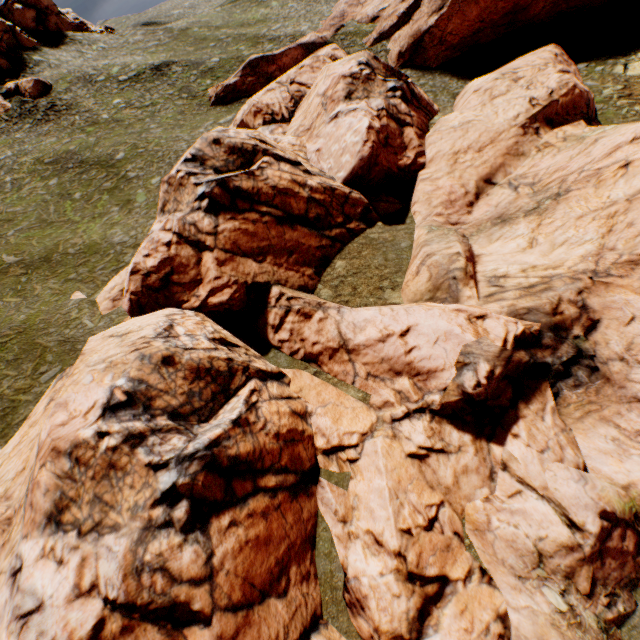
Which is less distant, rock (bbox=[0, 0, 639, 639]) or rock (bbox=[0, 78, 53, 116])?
rock (bbox=[0, 0, 639, 639])

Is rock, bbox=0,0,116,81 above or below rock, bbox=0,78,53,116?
above

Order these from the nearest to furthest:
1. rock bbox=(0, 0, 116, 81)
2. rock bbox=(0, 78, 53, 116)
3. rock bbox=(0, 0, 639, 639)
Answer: rock bbox=(0, 0, 639, 639) → rock bbox=(0, 78, 53, 116) → rock bbox=(0, 0, 116, 81)

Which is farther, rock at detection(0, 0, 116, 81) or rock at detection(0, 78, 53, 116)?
rock at detection(0, 0, 116, 81)

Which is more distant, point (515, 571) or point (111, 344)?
point (111, 344)

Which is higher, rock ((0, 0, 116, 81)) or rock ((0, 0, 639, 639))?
rock ((0, 0, 116, 81))

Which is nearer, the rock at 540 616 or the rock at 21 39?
the rock at 540 616

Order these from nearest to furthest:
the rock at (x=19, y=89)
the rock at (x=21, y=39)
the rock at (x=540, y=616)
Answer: the rock at (x=540, y=616) < the rock at (x=19, y=89) < the rock at (x=21, y=39)
